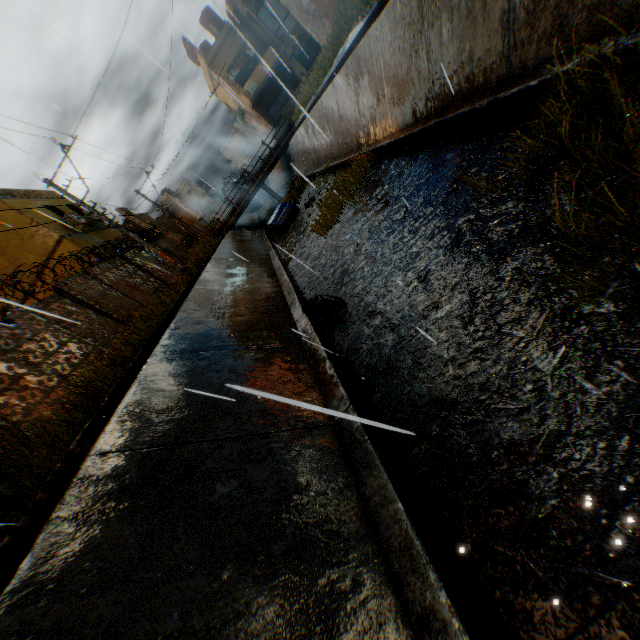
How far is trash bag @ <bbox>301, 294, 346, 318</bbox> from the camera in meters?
6.0 m

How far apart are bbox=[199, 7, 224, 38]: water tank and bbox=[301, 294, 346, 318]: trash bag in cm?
3613

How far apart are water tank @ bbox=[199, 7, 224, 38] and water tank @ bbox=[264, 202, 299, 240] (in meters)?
24.07

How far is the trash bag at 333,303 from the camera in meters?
6.0

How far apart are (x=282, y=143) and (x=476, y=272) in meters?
24.1

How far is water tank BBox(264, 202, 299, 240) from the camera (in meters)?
17.05

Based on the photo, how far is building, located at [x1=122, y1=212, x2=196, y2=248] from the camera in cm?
3118

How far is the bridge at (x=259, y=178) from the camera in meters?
23.8
